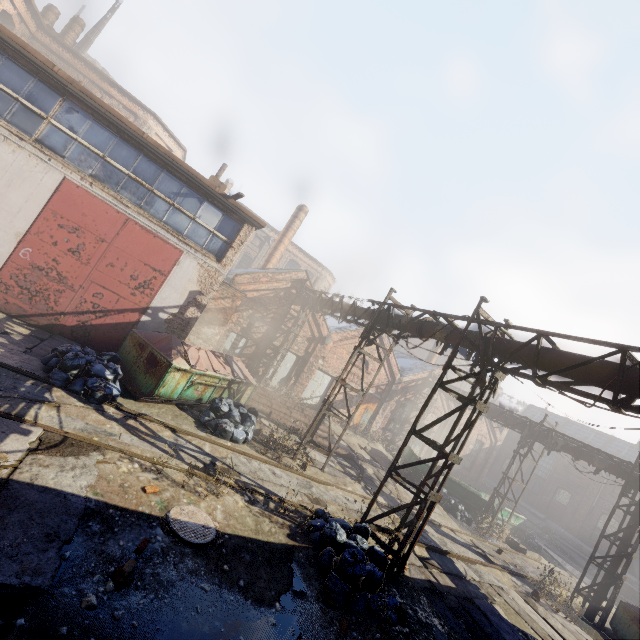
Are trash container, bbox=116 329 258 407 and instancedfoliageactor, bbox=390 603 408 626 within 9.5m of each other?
yes

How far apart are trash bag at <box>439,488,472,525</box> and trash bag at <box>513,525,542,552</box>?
6.26m

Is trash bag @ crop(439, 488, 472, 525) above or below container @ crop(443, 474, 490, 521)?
below

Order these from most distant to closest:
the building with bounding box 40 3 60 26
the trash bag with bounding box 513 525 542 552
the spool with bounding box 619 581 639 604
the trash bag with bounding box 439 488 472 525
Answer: the building with bounding box 40 3 60 26
the spool with bounding box 619 581 639 604
the trash bag with bounding box 513 525 542 552
the trash bag with bounding box 439 488 472 525

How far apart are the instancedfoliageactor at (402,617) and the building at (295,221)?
21.7 meters

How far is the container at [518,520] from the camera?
19.9m

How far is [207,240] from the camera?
11.49m

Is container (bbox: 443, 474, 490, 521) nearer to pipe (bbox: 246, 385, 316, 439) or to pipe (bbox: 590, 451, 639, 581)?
pipe (bbox: 590, 451, 639, 581)
